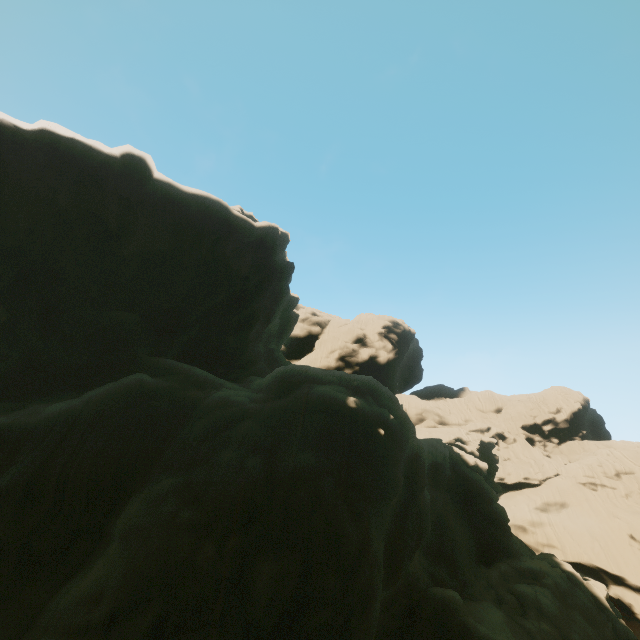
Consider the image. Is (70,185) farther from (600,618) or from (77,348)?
(600,618)
